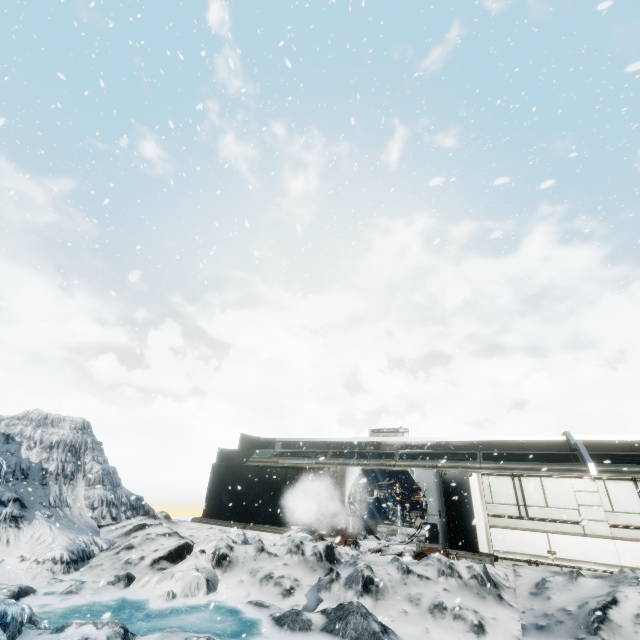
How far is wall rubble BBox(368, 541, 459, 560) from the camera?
11.0m

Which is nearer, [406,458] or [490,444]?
[490,444]

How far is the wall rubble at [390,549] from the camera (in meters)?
10.99
